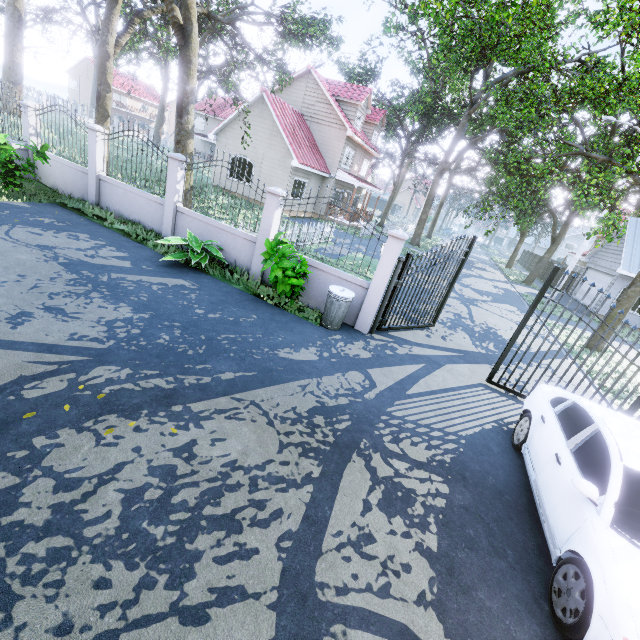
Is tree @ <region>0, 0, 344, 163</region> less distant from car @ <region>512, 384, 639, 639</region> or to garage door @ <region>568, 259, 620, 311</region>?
garage door @ <region>568, 259, 620, 311</region>

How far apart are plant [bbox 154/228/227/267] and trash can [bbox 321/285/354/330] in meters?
3.1 m

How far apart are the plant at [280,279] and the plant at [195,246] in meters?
1.3 m

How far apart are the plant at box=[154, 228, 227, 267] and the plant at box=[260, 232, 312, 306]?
1.3 meters

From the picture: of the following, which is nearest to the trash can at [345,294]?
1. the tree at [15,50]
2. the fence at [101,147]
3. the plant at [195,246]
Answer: the plant at [195,246]

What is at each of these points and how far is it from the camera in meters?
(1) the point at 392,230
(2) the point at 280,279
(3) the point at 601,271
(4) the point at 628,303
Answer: (1) fence, 7.2 m
(2) plant, 7.4 m
(3) garage door, 22.6 m
(4) tree, 12.2 m

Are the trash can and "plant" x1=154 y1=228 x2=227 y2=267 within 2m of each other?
no

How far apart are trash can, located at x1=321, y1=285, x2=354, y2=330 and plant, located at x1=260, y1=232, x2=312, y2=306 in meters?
0.6
